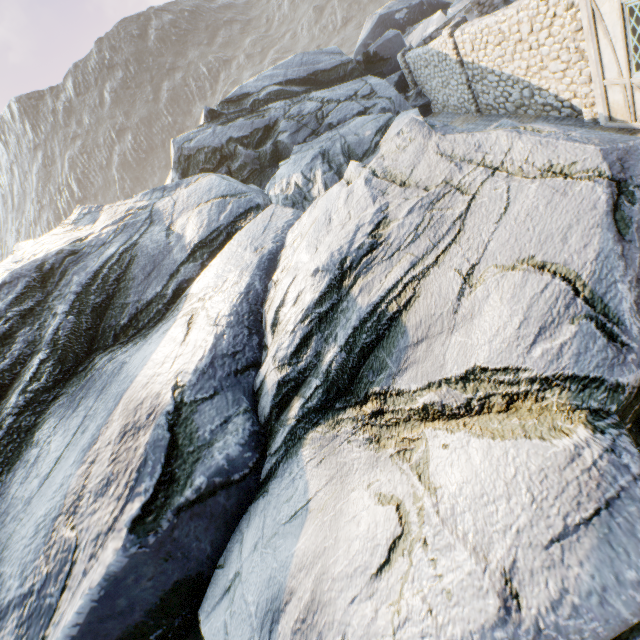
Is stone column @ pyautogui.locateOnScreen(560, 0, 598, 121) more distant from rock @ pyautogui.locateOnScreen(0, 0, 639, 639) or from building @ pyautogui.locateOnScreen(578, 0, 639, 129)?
rock @ pyautogui.locateOnScreen(0, 0, 639, 639)

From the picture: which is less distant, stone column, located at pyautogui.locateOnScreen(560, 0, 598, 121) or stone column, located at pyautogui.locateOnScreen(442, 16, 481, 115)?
stone column, located at pyautogui.locateOnScreen(560, 0, 598, 121)

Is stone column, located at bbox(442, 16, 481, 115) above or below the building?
above

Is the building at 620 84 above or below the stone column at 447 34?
below

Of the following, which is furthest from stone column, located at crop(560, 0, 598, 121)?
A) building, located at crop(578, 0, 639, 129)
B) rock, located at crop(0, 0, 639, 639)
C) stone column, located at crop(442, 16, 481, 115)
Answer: stone column, located at crop(442, 16, 481, 115)

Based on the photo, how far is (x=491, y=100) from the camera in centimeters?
1178cm

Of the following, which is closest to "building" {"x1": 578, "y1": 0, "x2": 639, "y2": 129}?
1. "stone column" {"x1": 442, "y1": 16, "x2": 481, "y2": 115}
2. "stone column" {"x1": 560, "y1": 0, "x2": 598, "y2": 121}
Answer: "stone column" {"x1": 560, "y1": 0, "x2": 598, "y2": 121}

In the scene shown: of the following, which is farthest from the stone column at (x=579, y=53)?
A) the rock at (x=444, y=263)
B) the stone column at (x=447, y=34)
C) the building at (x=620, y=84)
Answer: the stone column at (x=447, y=34)
